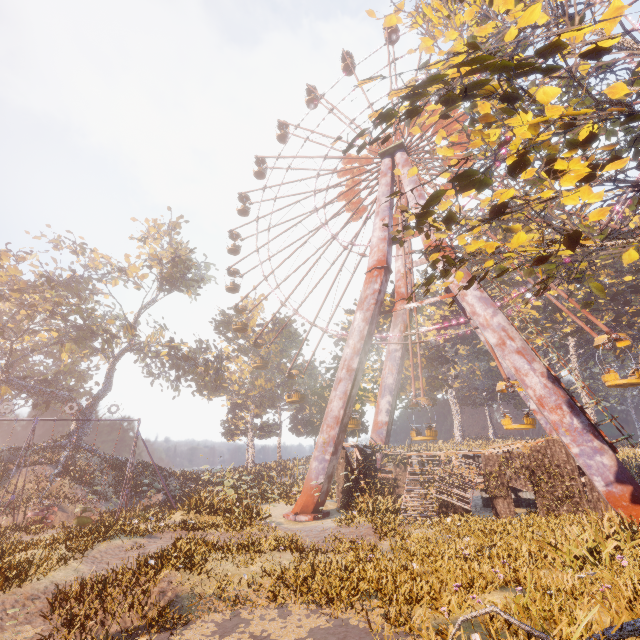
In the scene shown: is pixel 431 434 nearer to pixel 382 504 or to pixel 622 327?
pixel 382 504

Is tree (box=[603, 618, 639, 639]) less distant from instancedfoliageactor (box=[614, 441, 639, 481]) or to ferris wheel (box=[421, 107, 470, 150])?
ferris wheel (box=[421, 107, 470, 150])

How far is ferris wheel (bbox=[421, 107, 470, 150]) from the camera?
26.2 meters

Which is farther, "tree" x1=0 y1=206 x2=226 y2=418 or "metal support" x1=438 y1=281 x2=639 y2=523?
"tree" x1=0 y1=206 x2=226 y2=418

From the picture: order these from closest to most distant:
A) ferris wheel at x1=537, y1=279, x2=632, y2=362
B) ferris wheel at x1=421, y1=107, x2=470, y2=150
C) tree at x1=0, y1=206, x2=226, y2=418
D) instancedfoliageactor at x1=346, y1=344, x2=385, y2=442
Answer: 1. ferris wheel at x1=537, y1=279, x2=632, y2=362
2. ferris wheel at x1=421, y1=107, x2=470, y2=150
3. tree at x1=0, y1=206, x2=226, y2=418
4. instancedfoliageactor at x1=346, y1=344, x2=385, y2=442

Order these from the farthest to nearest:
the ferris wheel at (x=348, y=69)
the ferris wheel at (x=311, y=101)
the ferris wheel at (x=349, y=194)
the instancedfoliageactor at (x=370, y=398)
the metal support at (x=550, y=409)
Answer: the ferris wheel at (x=348, y=69)
the ferris wheel at (x=311, y=101)
the instancedfoliageactor at (x=370, y=398)
the ferris wheel at (x=349, y=194)
the metal support at (x=550, y=409)

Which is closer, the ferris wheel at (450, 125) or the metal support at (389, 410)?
the metal support at (389, 410)
